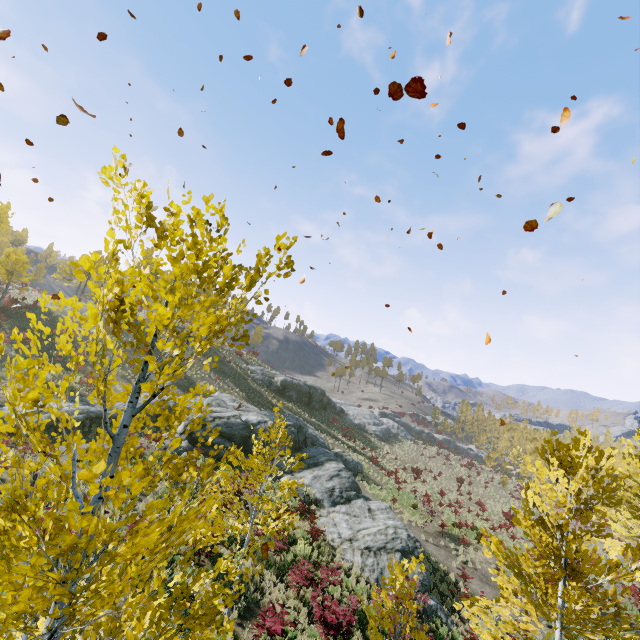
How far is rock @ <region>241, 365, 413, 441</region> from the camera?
43.7 meters

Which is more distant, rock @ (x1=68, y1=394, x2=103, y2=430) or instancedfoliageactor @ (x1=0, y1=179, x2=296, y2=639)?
rock @ (x1=68, y1=394, x2=103, y2=430)

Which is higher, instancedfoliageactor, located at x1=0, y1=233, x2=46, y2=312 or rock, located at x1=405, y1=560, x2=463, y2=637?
instancedfoliageactor, located at x1=0, y1=233, x2=46, y2=312

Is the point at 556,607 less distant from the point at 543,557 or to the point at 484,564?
the point at 543,557

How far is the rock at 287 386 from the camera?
43.7 meters

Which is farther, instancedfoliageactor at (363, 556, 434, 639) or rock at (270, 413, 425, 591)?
rock at (270, 413, 425, 591)

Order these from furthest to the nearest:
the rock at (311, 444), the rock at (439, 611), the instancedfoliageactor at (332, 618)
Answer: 1. the rock at (311, 444)
2. the rock at (439, 611)
3. the instancedfoliageactor at (332, 618)
